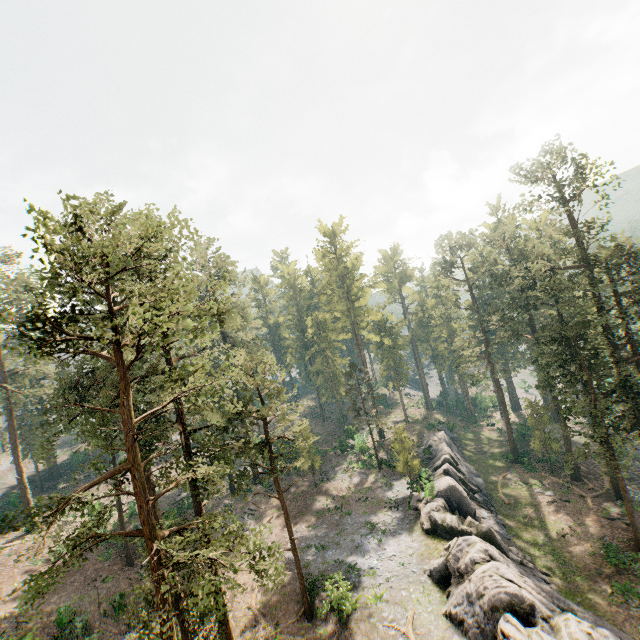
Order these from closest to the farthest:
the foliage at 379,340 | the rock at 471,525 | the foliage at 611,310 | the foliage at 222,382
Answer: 1. the foliage at 222,382
2. the rock at 471,525
3. the foliage at 611,310
4. the foliage at 379,340

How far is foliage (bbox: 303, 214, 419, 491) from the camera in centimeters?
4056cm

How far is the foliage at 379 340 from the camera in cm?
4056

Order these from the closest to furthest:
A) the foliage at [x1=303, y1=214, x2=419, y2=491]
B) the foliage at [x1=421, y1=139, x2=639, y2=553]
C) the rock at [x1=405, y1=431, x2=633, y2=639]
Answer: the rock at [x1=405, y1=431, x2=633, y2=639] → the foliage at [x1=421, y1=139, x2=639, y2=553] → the foliage at [x1=303, y1=214, x2=419, y2=491]

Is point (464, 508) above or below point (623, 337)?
below

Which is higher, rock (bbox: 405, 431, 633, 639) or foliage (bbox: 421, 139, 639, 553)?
foliage (bbox: 421, 139, 639, 553)
